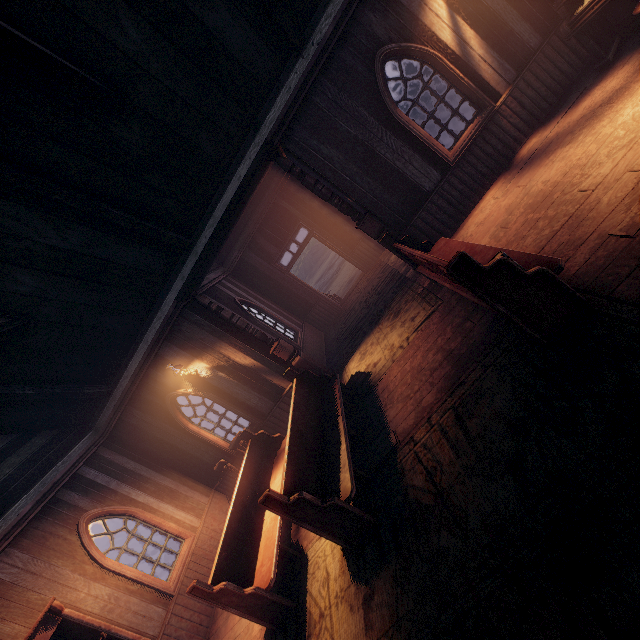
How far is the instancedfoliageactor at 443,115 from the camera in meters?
14.5 m

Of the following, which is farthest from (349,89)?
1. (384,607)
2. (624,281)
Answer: (384,607)

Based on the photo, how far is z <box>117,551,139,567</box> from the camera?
26.1m

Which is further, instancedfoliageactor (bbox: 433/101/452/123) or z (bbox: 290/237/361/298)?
z (bbox: 290/237/361/298)

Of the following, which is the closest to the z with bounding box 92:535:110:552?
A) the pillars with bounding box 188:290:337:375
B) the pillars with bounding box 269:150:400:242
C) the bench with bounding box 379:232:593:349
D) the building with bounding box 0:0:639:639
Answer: the building with bounding box 0:0:639:639

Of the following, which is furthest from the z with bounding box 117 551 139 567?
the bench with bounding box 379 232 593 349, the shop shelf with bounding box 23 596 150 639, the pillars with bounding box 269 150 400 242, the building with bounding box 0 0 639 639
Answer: the shop shelf with bounding box 23 596 150 639

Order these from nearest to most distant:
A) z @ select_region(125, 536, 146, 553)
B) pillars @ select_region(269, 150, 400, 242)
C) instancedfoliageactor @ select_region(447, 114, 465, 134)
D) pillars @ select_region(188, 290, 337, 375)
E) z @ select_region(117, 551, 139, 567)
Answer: pillars @ select_region(269, 150, 400, 242) < pillars @ select_region(188, 290, 337, 375) < instancedfoliageactor @ select_region(447, 114, 465, 134) < z @ select_region(117, 551, 139, 567) < z @ select_region(125, 536, 146, 553)

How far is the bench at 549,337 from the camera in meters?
2.8
